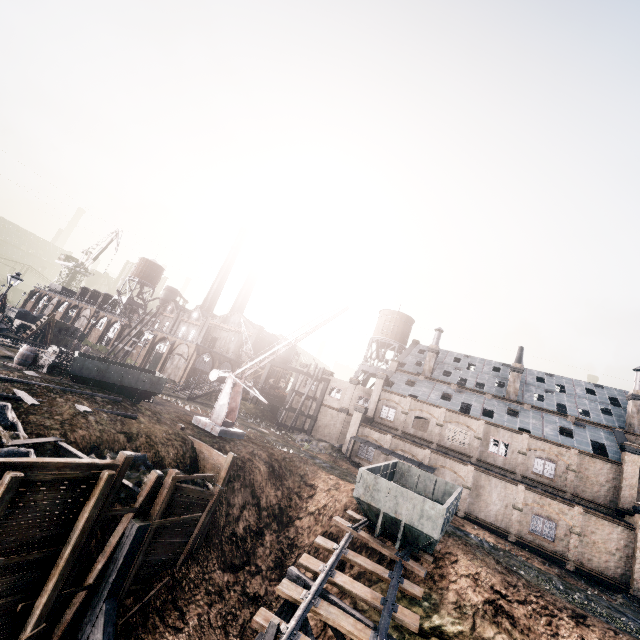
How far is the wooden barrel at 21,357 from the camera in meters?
22.3

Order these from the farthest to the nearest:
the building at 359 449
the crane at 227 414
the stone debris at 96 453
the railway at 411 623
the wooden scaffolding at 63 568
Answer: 1. the building at 359 449
2. the crane at 227 414
3. the stone debris at 96 453
4. the railway at 411 623
5. the wooden scaffolding at 63 568

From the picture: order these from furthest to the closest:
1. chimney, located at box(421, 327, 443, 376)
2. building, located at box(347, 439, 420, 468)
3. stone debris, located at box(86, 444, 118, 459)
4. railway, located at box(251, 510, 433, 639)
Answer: chimney, located at box(421, 327, 443, 376) < building, located at box(347, 439, 420, 468) < stone debris, located at box(86, 444, 118, 459) < railway, located at box(251, 510, 433, 639)

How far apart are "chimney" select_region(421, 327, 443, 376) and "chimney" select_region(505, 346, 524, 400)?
9.5 meters

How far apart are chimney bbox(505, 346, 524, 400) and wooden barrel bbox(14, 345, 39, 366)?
50.2 meters

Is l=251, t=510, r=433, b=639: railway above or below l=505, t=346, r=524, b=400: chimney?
below

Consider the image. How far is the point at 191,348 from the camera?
59.7m

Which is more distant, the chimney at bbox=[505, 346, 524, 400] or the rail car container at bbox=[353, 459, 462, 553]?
the chimney at bbox=[505, 346, 524, 400]
